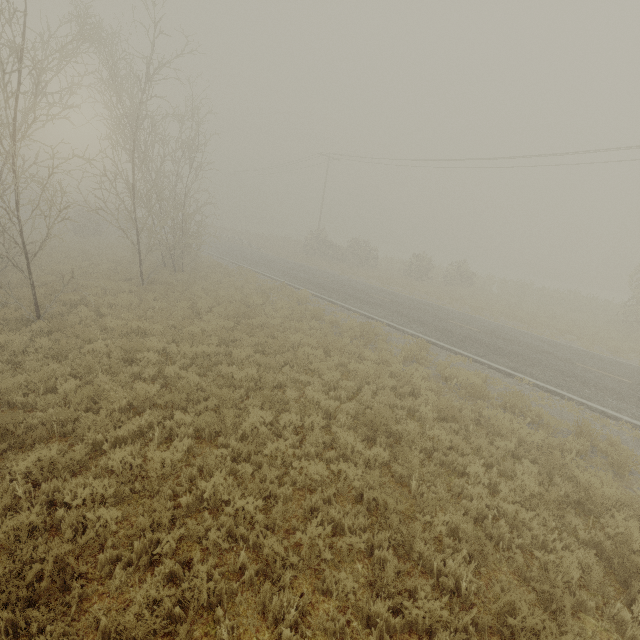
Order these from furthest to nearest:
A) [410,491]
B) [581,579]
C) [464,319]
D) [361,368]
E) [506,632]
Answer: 1. [464,319]
2. [361,368]
3. [410,491]
4. [581,579]
5. [506,632]
